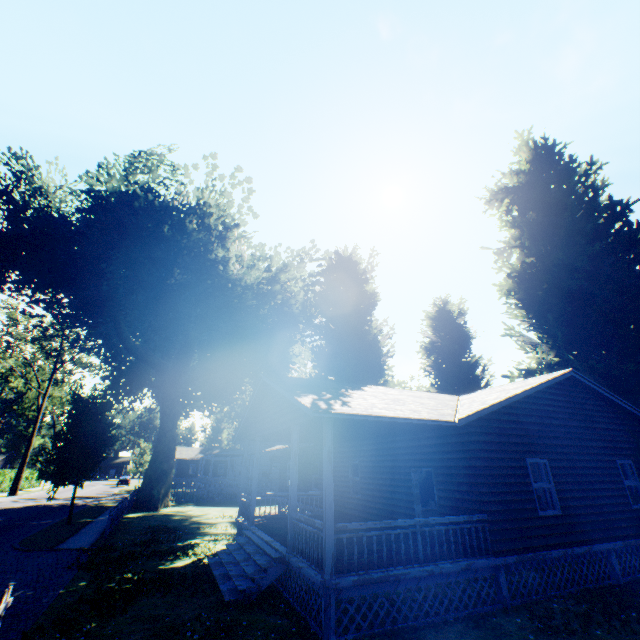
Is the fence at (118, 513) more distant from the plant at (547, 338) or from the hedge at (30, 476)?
the hedge at (30, 476)

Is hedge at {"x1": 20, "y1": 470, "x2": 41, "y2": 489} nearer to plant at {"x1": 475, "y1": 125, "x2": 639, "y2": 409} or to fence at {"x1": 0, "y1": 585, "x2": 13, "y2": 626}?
plant at {"x1": 475, "y1": 125, "x2": 639, "y2": 409}

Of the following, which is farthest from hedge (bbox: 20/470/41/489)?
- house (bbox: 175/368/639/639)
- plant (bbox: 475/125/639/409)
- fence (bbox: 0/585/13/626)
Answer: house (bbox: 175/368/639/639)

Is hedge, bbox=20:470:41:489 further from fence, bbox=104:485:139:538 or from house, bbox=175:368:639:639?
house, bbox=175:368:639:639

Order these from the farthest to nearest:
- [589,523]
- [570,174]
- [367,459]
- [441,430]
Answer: [570,174] < [367,459] < [441,430] < [589,523]

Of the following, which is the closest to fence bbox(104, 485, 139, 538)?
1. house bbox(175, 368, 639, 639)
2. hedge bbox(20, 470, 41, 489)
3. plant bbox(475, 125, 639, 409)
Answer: plant bbox(475, 125, 639, 409)

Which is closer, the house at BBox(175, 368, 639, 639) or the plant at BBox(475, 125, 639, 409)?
the house at BBox(175, 368, 639, 639)

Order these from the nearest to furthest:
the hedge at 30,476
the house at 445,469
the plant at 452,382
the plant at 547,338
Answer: the house at 445,469 → the plant at 547,338 → the plant at 452,382 → the hedge at 30,476
